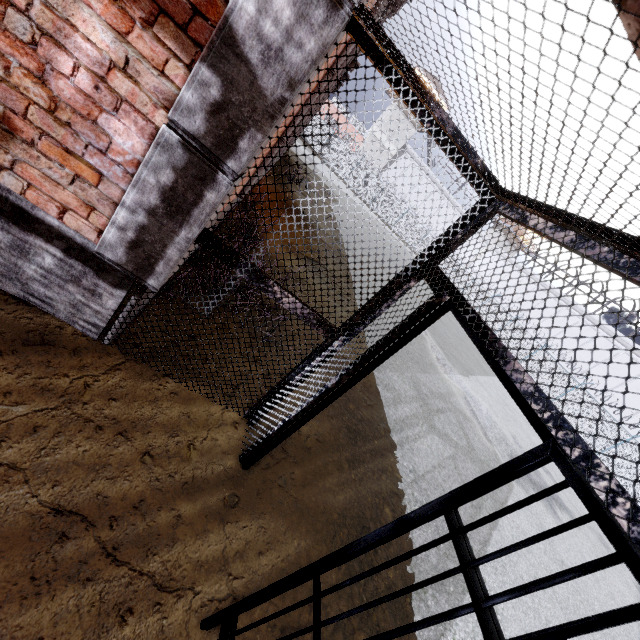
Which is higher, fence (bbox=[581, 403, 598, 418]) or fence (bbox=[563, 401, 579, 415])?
fence (bbox=[581, 403, 598, 418])

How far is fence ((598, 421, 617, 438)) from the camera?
17.78m

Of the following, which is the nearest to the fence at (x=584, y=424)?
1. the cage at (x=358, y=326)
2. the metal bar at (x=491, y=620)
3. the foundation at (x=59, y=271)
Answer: the cage at (x=358, y=326)

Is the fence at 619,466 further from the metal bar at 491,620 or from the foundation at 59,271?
the metal bar at 491,620

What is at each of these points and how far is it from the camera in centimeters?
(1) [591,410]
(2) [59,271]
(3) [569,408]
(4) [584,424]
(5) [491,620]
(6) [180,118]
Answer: (1) fence, 1923cm
(2) foundation, 231cm
(3) fence, 2020cm
(4) fence, 1911cm
(5) metal bar, 95cm
(6) trim, 173cm
